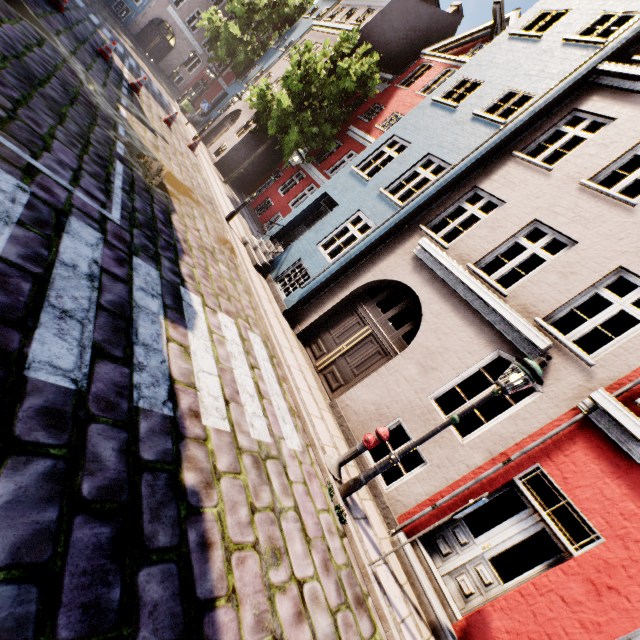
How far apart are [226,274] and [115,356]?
5.0m

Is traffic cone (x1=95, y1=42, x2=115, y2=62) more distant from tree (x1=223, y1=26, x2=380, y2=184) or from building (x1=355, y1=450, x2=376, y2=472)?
building (x1=355, y1=450, x2=376, y2=472)

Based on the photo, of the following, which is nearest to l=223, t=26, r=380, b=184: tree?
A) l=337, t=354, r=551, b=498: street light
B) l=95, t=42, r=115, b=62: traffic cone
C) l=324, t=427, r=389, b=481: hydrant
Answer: l=95, t=42, r=115, b=62: traffic cone

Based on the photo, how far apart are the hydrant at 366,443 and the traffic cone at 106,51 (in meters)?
16.74

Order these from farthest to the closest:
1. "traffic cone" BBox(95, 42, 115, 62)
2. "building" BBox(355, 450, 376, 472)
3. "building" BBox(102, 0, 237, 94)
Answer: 1. "building" BBox(102, 0, 237, 94)
2. "traffic cone" BBox(95, 42, 115, 62)
3. "building" BBox(355, 450, 376, 472)

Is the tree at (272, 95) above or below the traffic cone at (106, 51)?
above

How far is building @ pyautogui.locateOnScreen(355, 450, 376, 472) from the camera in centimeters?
675cm

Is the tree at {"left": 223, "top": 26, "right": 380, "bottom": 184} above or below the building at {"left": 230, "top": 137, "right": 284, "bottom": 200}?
above
